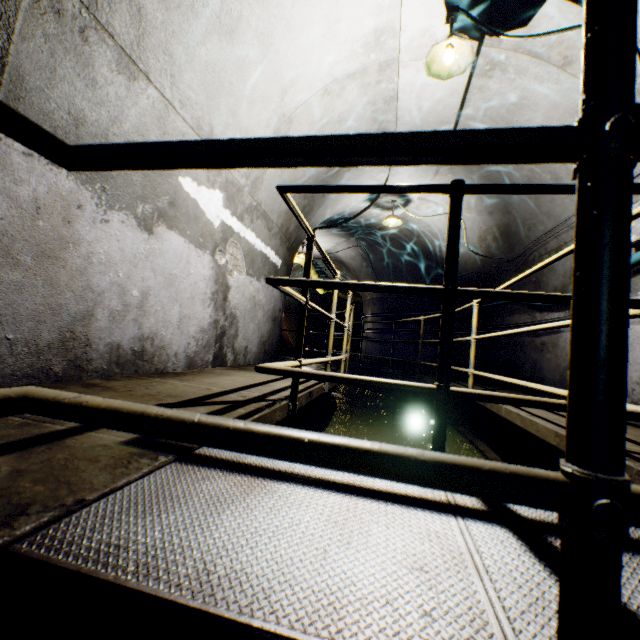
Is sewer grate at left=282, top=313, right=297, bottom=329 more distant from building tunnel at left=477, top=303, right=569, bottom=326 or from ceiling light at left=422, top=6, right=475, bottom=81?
ceiling light at left=422, top=6, right=475, bottom=81

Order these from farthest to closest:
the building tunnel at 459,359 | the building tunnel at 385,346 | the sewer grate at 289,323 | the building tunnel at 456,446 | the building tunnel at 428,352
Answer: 1. the sewer grate at 289,323
2. the building tunnel at 385,346
3. the building tunnel at 428,352
4. the building tunnel at 459,359
5. the building tunnel at 456,446

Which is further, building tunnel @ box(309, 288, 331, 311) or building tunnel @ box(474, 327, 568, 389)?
building tunnel @ box(309, 288, 331, 311)

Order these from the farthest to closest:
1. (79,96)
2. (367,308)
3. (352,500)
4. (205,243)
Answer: (367,308) < (205,243) < (79,96) < (352,500)

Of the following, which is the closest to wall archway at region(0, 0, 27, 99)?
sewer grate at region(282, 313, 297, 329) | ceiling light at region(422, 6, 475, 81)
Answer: ceiling light at region(422, 6, 475, 81)

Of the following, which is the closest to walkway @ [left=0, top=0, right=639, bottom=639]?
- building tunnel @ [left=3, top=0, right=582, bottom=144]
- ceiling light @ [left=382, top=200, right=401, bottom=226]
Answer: building tunnel @ [left=3, top=0, right=582, bottom=144]

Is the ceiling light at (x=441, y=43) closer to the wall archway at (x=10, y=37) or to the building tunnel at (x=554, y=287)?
the building tunnel at (x=554, y=287)

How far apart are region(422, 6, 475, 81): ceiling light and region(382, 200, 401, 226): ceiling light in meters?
3.6
